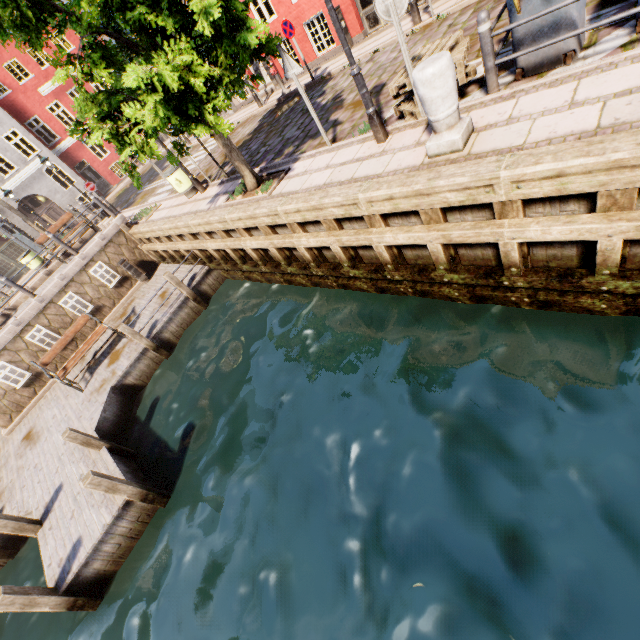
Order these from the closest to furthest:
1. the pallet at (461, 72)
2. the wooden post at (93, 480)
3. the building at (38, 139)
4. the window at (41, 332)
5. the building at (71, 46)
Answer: the pallet at (461, 72) < the wooden post at (93, 480) < the window at (41, 332) < the building at (38, 139) < the building at (71, 46)

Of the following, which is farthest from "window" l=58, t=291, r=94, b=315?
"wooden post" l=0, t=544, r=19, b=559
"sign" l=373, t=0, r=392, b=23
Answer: "sign" l=373, t=0, r=392, b=23

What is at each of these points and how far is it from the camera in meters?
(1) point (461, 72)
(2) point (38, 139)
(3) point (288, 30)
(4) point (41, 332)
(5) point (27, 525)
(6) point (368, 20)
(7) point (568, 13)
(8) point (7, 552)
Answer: (1) pallet, 5.1 m
(2) building, 23.8 m
(3) sign, 11.1 m
(4) window, 11.3 m
(5) wooden post, 6.7 m
(6) building, 11.6 m
(7) trash bin, 4.1 m
(8) wooden post, 8.0 m

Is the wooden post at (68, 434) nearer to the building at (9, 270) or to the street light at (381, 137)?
the street light at (381, 137)

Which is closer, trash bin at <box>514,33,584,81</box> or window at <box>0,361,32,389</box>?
trash bin at <box>514,33,584,81</box>

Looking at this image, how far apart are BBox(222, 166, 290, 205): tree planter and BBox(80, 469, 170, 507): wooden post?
6.4 meters

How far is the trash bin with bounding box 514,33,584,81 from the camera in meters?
4.4

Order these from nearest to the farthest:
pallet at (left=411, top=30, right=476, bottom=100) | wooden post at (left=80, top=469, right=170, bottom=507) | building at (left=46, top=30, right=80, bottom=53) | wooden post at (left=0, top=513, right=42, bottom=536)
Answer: pallet at (left=411, top=30, right=476, bottom=100) → wooden post at (left=80, top=469, right=170, bottom=507) → wooden post at (left=0, top=513, right=42, bottom=536) → building at (left=46, top=30, right=80, bottom=53)
